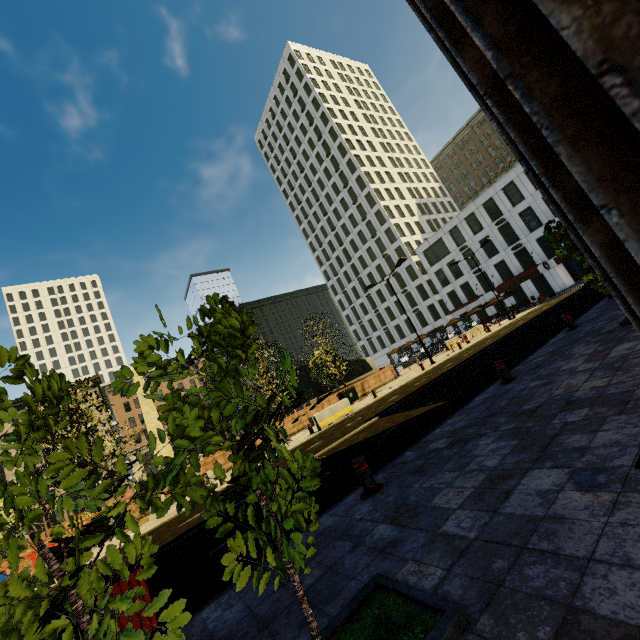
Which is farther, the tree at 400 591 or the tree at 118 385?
the tree at 118 385

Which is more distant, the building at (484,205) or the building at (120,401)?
the building at (120,401)

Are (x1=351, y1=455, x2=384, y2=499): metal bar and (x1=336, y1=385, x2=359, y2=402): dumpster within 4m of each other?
no

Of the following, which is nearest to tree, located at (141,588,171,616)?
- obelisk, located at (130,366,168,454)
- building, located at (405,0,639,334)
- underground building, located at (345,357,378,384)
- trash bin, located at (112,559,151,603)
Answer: underground building, located at (345,357,378,384)

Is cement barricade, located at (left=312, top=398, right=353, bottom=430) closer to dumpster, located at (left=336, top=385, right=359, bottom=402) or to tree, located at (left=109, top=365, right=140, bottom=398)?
dumpster, located at (left=336, top=385, right=359, bottom=402)

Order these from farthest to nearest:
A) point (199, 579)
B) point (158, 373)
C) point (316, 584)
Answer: point (199, 579) < point (316, 584) < point (158, 373)

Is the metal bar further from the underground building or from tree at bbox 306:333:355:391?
the underground building

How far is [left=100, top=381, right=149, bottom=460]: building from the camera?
57.1 meters
